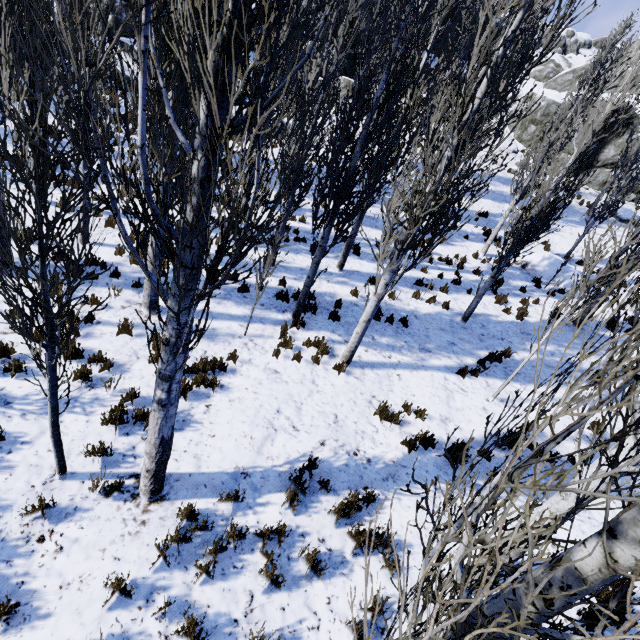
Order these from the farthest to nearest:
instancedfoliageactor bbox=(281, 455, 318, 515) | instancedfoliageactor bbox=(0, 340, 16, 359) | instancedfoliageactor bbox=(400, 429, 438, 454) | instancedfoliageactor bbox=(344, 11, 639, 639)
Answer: instancedfoliageactor bbox=(400, 429, 438, 454), instancedfoliageactor bbox=(0, 340, 16, 359), instancedfoliageactor bbox=(281, 455, 318, 515), instancedfoliageactor bbox=(344, 11, 639, 639)

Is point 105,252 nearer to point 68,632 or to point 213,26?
point 68,632

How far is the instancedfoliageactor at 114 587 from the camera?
3.3 meters

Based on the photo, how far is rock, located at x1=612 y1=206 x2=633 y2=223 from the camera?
22.14m

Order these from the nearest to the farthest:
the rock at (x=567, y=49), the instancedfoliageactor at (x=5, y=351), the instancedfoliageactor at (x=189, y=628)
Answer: the instancedfoliageactor at (x=189, y=628)
the instancedfoliageactor at (x=5, y=351)
the rock at (x=567, y=49)

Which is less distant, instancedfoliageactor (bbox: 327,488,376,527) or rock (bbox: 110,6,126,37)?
instancedfoliageactor (bbox: 327,488,376,527)
